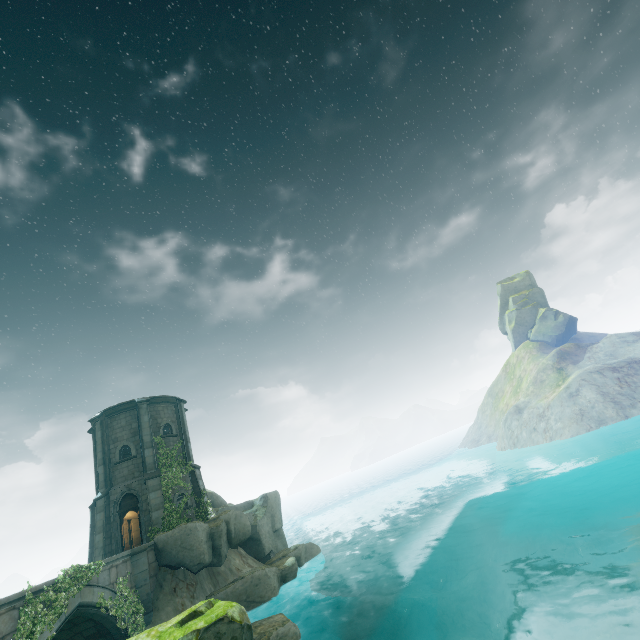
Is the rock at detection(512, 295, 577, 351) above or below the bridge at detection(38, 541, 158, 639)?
above

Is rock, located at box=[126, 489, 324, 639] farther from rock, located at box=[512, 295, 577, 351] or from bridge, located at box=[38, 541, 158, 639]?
rock, located at box=[512, 295, 577, 351]

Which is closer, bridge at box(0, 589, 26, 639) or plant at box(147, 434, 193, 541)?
bridge at box(0, 589, 26, 639)

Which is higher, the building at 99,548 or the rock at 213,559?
the building at 99,548

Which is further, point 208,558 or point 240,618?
point 208,558

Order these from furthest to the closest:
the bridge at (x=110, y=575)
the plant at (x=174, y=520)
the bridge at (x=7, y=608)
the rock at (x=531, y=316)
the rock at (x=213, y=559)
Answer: the rock at (x=531, y=316) < the plant at (x=174, y=520) < the bridge at (x=110, y=575) < the bridge at (x=7, y=608) < the rock at (x=213, y=559)

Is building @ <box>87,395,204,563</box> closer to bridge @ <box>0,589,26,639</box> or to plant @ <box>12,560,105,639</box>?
bridge @ <box>0,589,26,639</box>

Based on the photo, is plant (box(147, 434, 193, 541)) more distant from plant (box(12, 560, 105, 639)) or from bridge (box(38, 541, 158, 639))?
plant (box(12, 560, 105, 639))
